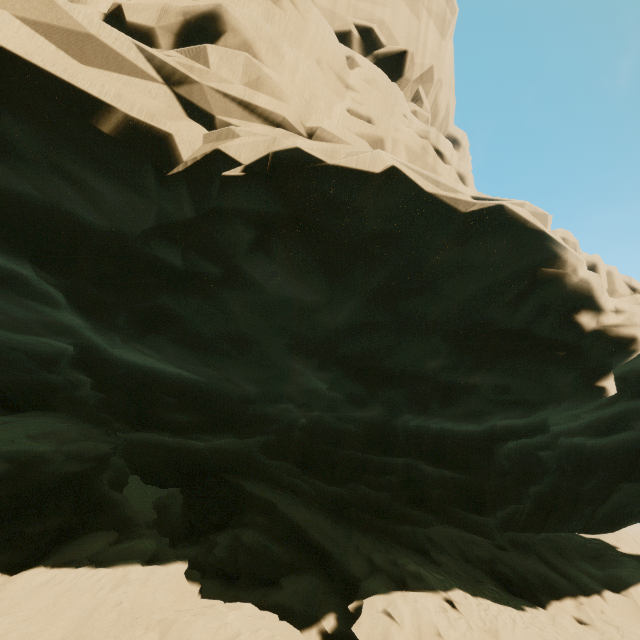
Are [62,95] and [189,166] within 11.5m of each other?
yes
